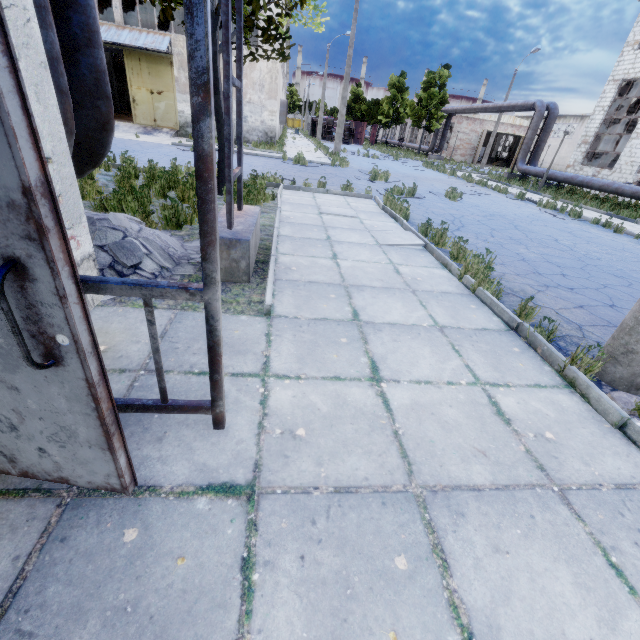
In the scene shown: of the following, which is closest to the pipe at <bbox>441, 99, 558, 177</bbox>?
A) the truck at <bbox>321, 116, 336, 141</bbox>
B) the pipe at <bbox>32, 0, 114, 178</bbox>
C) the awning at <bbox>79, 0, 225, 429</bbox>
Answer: the pipe at <bbox>32, 0, 114, 178</bbox>

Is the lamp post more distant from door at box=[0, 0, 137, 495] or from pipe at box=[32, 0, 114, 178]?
door at box=[0, 0, 137, 495]

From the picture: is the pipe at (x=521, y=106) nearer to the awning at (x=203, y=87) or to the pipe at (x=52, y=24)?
the pipe at (x=52, y=24)

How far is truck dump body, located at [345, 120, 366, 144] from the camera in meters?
49.4 m

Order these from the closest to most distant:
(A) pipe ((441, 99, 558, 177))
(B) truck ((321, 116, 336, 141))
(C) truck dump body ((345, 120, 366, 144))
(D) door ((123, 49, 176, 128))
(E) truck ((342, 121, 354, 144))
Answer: (D) door ((123, 49, 176, 128)), (A) pipe ((441, 99, 558, 177)), (E) truck ((342, 121, 354, 144)), (B) truck ((321, 116, 336, 141)), (C) truck dump body ((345, 120, 366, 144))

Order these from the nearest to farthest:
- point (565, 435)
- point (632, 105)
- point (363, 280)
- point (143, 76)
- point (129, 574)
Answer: point (129, 574), point (565, 435), point (363, 280), point (143, 76), point (632, 105)

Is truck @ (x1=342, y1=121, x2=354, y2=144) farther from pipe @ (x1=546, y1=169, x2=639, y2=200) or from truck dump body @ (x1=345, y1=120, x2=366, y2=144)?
pipe @ (x1=546, y1=169, x2=639, y2=200)

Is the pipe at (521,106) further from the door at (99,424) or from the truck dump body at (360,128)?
the door at (99,424)
